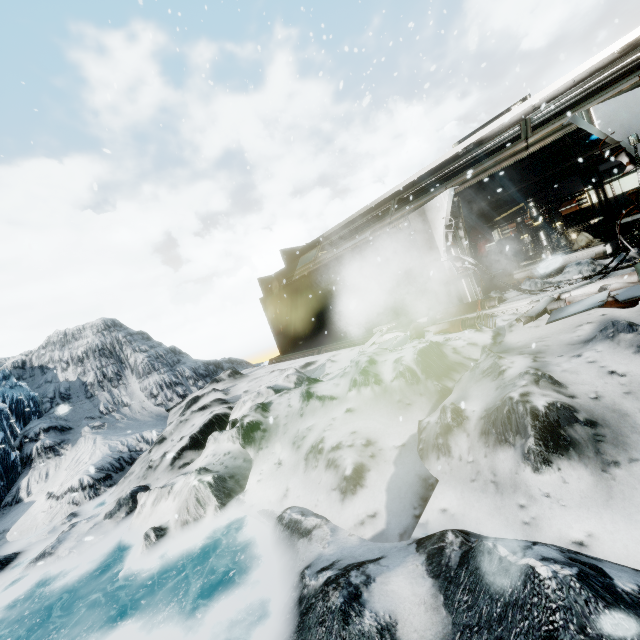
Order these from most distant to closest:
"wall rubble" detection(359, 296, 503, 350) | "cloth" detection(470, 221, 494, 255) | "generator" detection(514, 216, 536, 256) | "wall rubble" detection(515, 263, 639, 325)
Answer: "cloth" detection(470, 221, 494, 255) → "generator" detection(514, 216, 536, 256) → "wall rubble" detection(359, 296, 503, 350) → "wall rubble" detection(515, 263, 639, 325)

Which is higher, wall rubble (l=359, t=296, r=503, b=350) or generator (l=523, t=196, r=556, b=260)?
generator (l=523, t=196, r=556, b=260)

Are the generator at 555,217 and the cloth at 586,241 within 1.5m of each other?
yes

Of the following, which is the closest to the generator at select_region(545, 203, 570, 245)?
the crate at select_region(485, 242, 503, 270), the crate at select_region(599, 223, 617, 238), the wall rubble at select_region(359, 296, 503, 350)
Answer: the crate at select_region(599, 223, 617, 238)

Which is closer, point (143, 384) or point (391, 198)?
point (391, 198)

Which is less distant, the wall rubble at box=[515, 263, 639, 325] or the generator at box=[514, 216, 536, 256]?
the wall rubble at box=[515, 263, 639, 325]

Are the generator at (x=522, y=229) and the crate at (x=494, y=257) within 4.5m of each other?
yes

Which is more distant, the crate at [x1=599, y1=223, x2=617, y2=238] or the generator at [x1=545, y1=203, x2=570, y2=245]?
the generator at [x1=545, y1=203, x2=570, y2=245]
